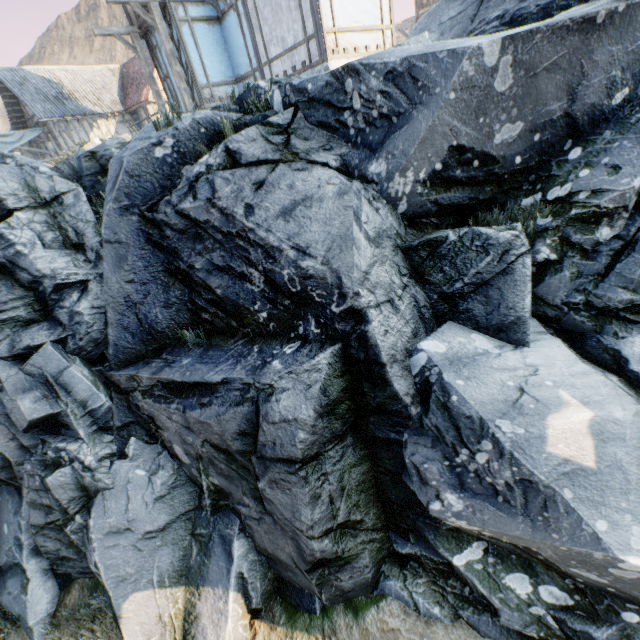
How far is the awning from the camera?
15.2m

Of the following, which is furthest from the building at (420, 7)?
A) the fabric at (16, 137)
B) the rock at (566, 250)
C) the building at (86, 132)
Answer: the fabric at (16, 137)

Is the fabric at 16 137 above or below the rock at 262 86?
above

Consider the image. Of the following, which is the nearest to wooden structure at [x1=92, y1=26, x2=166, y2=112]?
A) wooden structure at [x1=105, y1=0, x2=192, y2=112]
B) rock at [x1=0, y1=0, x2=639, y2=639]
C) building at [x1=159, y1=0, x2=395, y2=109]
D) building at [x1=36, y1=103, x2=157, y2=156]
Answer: building at [x1=159, y1=0, x2=395, y2=109]

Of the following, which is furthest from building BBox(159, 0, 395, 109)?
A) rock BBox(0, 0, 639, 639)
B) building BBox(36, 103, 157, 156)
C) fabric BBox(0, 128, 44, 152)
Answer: fabric BBox(0, 128, 44, 152)

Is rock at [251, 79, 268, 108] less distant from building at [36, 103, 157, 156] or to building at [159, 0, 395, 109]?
building at [36, 103, 157, 156]

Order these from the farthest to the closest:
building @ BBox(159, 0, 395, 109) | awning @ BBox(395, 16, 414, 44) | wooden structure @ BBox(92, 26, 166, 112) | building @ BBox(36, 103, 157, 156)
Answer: building @ BBox(36, 103, 157, 156), awning @ BBox(395, 16, 414, 44), wooden structure @ BBox(92, 26, 166, 112), building @ BBox(159, 0, 395, 109)

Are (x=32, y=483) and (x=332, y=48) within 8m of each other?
no
